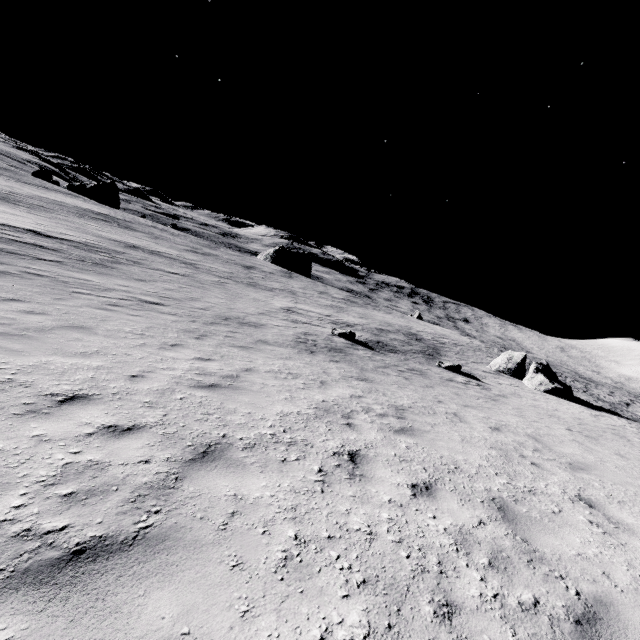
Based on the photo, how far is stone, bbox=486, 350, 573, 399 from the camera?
22.4 meters

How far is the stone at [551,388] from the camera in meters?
22.4 m

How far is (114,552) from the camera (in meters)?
2.40
